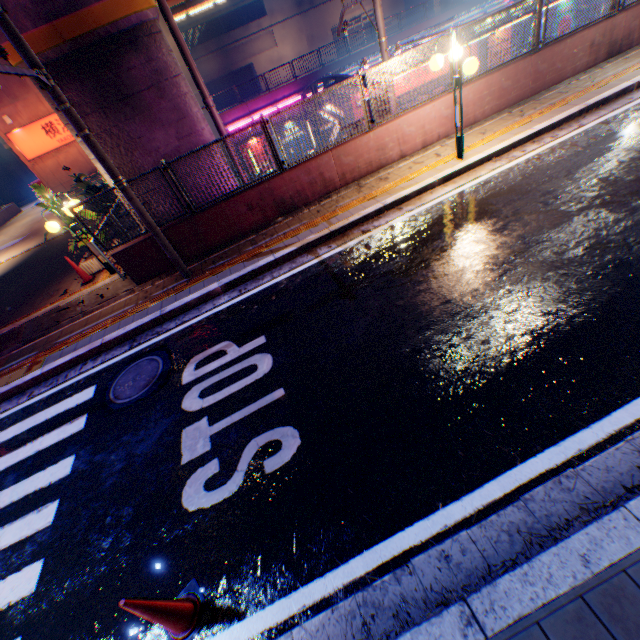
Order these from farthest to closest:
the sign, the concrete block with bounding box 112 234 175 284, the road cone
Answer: the sign → the concrete block with bounding box 112 234 175 284 → the road cone

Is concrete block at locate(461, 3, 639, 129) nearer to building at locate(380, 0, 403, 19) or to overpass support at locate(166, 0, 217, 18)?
overpass support at locate(166, 0, 217, 18)

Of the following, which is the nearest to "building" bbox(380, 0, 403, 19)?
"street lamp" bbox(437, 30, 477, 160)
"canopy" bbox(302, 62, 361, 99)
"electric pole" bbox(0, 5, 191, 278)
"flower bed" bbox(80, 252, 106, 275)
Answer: "canopy" bbox(302, 62, 361, 99)

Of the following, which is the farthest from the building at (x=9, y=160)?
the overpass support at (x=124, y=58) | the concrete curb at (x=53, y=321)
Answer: the concrete curb at (x=53, y=321)

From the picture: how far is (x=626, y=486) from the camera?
2.62m

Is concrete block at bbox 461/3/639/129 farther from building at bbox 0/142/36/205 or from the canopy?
building at bbox 0/142/36/205

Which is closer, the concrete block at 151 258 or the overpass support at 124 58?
the overpass support at 124 58

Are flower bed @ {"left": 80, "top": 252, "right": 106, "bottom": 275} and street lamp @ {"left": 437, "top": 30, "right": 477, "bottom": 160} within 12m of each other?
yes
